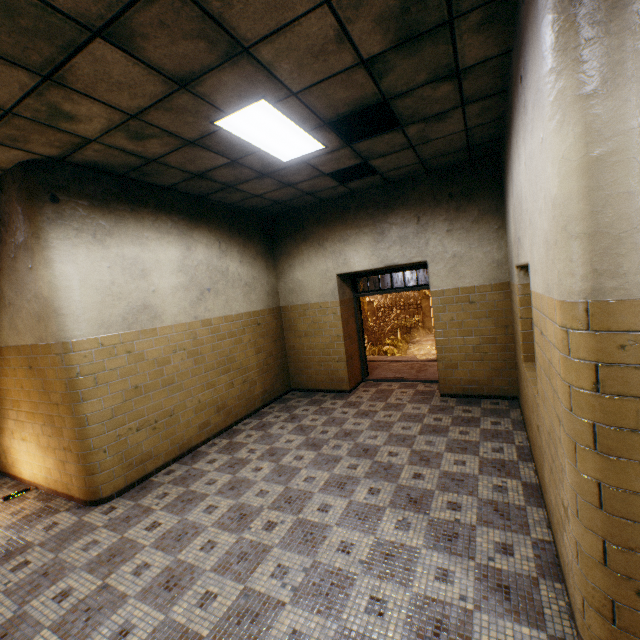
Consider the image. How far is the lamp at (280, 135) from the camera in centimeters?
309cm

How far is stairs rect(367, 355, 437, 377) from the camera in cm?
756

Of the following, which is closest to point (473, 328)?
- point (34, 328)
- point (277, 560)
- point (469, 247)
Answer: point (469, 247)

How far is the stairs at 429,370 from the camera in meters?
7.6 m

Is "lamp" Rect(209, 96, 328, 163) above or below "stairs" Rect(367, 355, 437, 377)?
above

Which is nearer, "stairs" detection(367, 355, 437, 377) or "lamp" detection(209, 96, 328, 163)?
"lamp" detection(209, 96, 328, 163)

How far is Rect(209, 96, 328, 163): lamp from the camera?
3.09m
